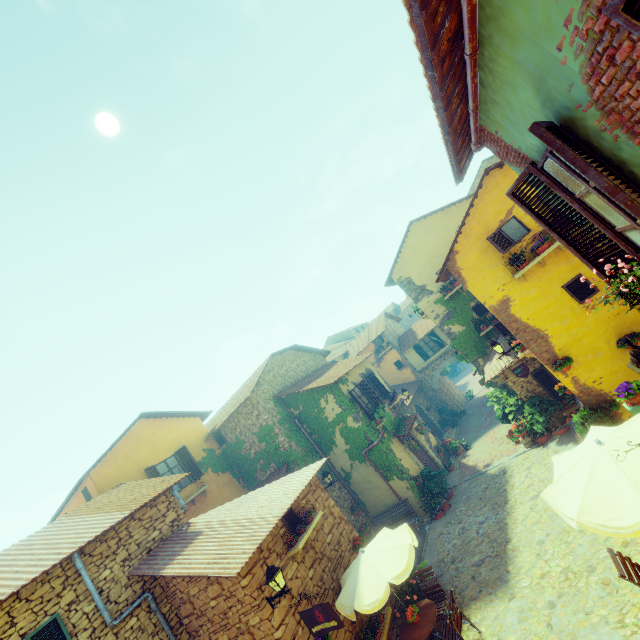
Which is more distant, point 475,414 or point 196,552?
point 475,414

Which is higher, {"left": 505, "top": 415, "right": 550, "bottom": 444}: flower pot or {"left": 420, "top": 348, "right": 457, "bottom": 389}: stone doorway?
{"left": 420, "top": 348, "right": 457, "bottom": 389}: stone doorway

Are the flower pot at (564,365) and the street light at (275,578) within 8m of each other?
no

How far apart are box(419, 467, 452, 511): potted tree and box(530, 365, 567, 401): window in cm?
533

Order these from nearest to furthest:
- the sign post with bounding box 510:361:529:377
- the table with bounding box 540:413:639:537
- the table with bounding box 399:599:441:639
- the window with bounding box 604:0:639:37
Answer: the window with bounding box 604:0:639:37, the table with bounding box 540:413:639:537, the table with bounding box 399:599:441:639, the sign post with bounding box 510:361:529:377

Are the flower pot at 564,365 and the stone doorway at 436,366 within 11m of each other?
no

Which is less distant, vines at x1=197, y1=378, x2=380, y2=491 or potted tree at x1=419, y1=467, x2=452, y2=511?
potted tree at x1=419, y1=467, x2=452, y2=511

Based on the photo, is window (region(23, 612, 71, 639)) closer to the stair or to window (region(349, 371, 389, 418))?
the stair
